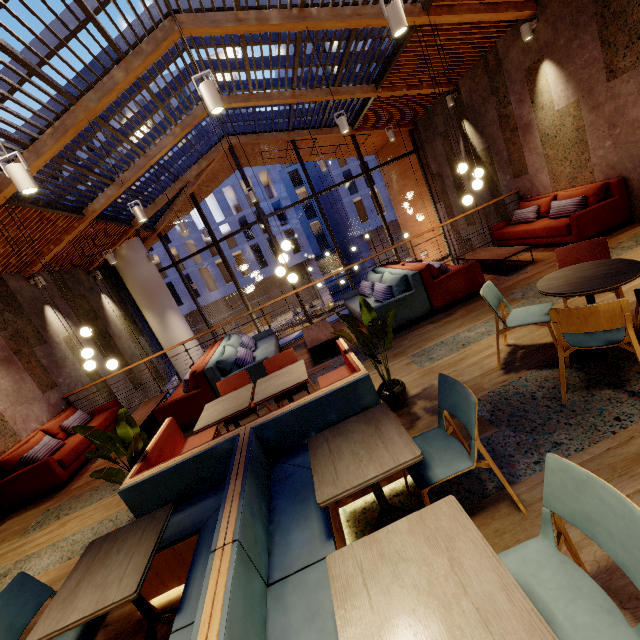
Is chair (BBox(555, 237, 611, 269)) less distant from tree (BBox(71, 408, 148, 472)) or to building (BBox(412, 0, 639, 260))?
building (BBox(412, 0, 639, 260))

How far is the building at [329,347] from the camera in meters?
6.1 m

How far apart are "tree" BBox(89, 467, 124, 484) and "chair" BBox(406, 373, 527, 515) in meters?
2.5 m

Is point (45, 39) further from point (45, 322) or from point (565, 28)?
point (565, 28)

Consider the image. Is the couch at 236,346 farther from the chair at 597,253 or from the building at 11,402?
the chair at 597,253

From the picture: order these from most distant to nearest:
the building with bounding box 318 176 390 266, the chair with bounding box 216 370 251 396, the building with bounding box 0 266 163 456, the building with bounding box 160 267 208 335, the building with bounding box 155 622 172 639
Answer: the building with bounding box 318 176 390 266, the building with bounding box 160 267 208 335, the building with bounding box 0 266 163 456, the chair with bounding box 216 370 251 396, the building with bounding box 155 622 172 639

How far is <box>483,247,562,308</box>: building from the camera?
4.6 meters
